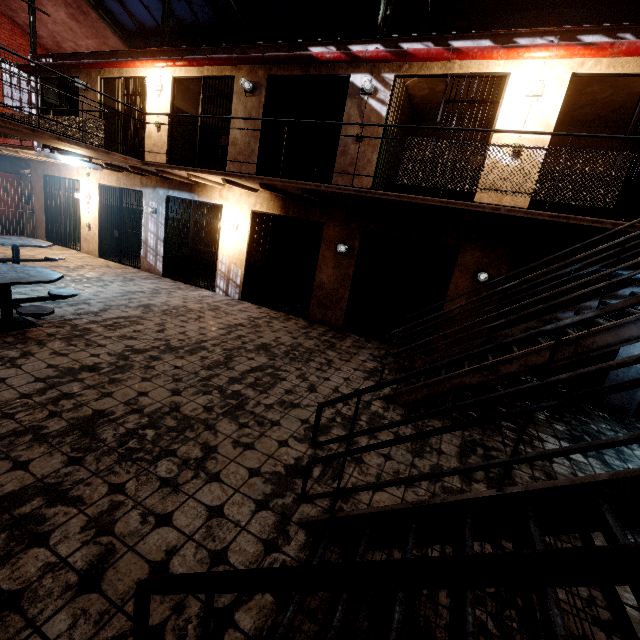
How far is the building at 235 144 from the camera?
7.8m

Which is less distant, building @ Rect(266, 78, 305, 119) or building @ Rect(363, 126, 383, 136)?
building @ Rect(363, 126, 383, 136)

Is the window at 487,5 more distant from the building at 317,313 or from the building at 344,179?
the building at 317,313

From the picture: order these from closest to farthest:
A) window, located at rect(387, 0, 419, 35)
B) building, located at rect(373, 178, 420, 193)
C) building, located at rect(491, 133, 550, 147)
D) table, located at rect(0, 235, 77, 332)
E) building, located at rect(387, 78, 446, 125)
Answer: table, located at rect(0, 235, 77, 332)
building, located at rect(491, 133, 550, 147)
building, located at rect(387, 78, 446, 125)
building, located at rect(373, 178, 420, 193)
window, located at rect(387, 0, 419, 35)

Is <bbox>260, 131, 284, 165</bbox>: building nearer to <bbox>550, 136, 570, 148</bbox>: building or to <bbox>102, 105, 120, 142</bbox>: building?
<bbox>550, 136, 570, 148</bbox>: building

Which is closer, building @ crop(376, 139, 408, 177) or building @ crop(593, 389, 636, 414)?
building @ crop(593, 389, 636, 414)

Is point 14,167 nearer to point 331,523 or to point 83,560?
point 83,560

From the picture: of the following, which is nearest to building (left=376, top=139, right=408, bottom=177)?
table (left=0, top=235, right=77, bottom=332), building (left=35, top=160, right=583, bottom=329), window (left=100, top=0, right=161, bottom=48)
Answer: building (left=35, top=160, right=583, bottom=329)
